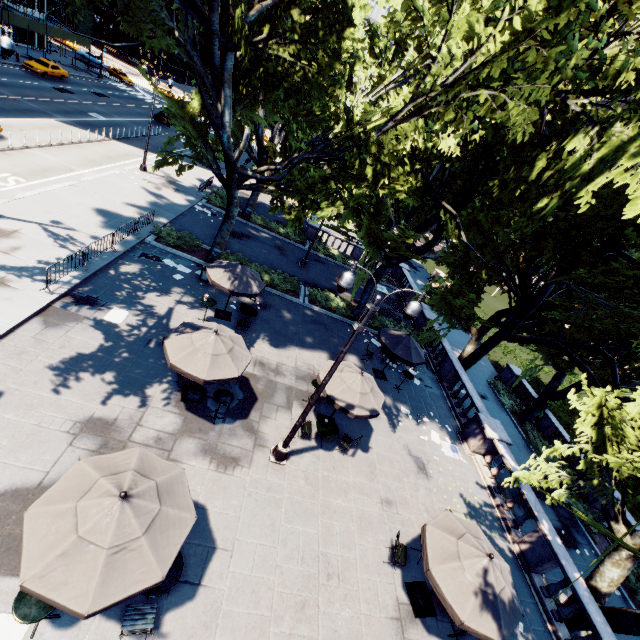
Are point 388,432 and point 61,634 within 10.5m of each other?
no

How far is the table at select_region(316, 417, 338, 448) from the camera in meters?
11.7

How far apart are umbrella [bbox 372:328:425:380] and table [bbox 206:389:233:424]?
8.17m

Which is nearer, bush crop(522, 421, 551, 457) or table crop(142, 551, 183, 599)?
table crop(142, 551, 183, 599)

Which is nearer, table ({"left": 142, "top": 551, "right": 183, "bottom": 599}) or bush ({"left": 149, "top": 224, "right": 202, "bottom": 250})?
table ({"left": 142, "top": 551, "right": 183, "bottom": 599})

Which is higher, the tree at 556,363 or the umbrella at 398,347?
the tree at 556,363

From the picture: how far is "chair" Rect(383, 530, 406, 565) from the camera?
9.6 meters

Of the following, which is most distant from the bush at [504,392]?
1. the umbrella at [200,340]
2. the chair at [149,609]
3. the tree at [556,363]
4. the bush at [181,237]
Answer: the chair at [149,609]
